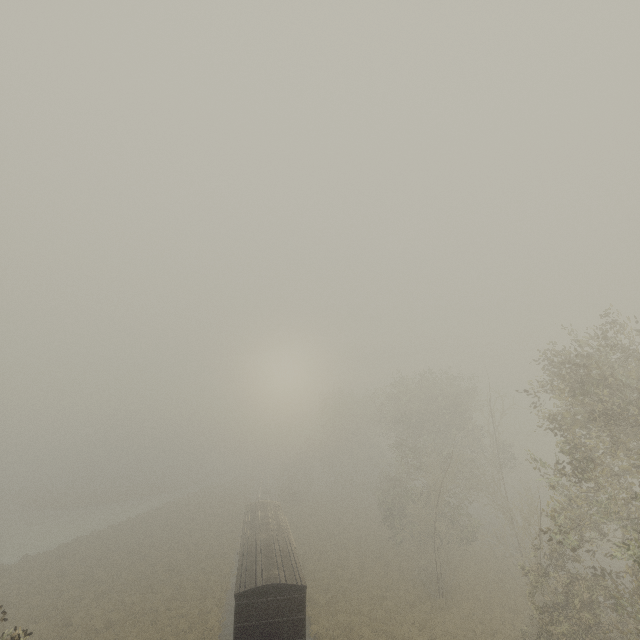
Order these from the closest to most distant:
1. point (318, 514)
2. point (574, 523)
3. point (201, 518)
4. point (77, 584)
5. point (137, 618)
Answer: point (574, 523), point (137, 618), point (77, 584), point (201, 518), point (318, 514)
